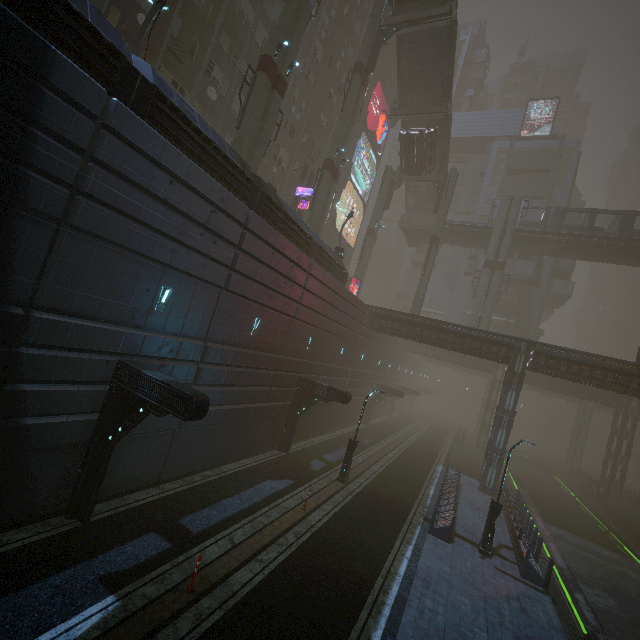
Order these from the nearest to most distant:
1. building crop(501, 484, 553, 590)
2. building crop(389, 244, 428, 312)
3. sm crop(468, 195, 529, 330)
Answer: building crop(501, 484, 553, 590) → sm crop(468, 195, 529, 330) → building crop(389, 244, 428, 312)

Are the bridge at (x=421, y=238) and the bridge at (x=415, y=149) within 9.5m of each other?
yes

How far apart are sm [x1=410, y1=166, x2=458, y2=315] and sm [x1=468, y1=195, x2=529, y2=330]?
5.38m

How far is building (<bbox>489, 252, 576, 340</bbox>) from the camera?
45.6 meters

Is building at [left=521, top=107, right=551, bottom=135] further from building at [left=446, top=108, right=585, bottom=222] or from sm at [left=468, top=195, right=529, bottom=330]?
sm at [left=468, top=195, right=529, bottom=330]

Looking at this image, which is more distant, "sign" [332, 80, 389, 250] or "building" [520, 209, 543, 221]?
"building" [520, 209, 543, 221]

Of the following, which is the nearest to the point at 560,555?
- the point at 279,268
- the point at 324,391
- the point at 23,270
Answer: the point at 324,391

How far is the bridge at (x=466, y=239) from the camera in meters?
39.9
